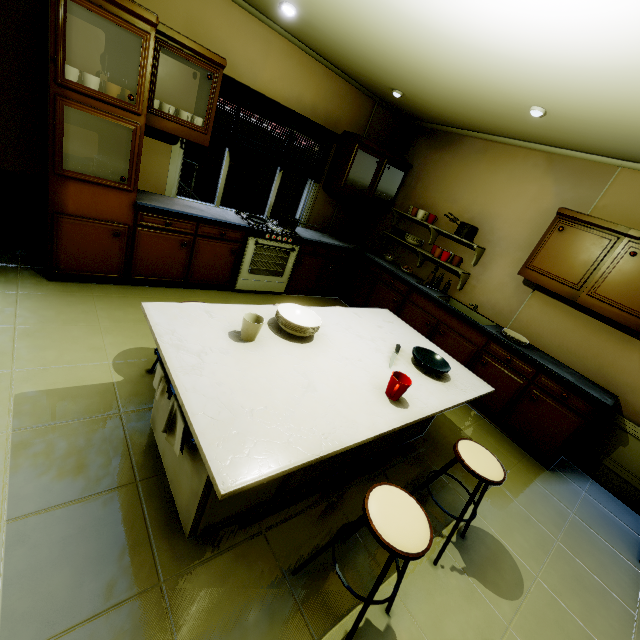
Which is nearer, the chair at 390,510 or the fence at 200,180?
the chair at 390,510

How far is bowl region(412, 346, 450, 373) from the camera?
2.1 meters

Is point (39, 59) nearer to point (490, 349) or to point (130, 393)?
point (130, 393)

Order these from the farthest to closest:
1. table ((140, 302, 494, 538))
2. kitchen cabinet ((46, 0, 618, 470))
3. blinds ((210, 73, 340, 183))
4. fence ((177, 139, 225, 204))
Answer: fence ((177, 139, 225, 204))
blinds ((210, 73, 340, 183))
kitchen cabinet ((46, 0, 618, 470))
table ((140, 302, 494, 538))

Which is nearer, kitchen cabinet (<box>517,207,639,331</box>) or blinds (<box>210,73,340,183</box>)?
kitchen cabinet (<box>517,207,639,331</box>)

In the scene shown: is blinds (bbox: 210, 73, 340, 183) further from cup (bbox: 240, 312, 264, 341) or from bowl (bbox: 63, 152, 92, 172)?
cup (bbox: 240, 312, 264, 341)

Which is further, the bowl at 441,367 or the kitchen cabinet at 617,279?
the kitchen cabinet at 617,279

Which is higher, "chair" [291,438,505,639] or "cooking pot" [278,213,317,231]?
"cooking pot" [278,213,317,231]
